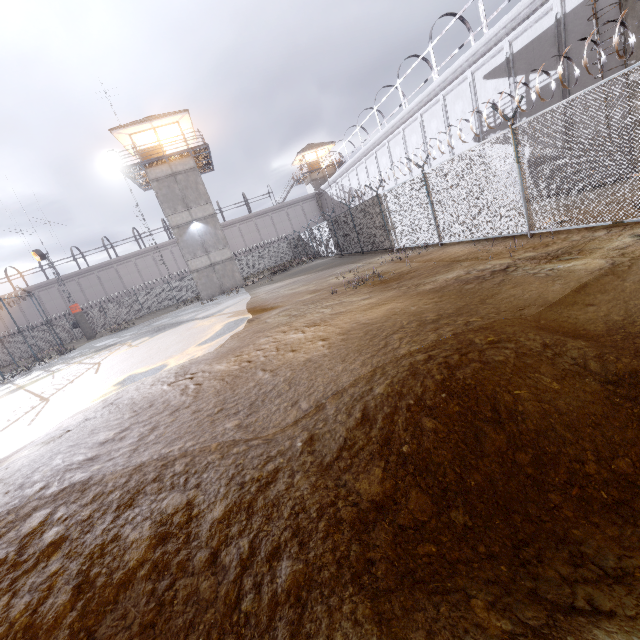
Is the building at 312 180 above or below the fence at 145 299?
above

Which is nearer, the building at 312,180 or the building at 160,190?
the building at 160,190

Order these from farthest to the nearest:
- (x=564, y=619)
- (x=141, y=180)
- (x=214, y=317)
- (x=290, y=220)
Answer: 1. (x=290, y=220)
2. (x=141, y=180)
3. (x=214, y=317)
4. (x=564, y=619)

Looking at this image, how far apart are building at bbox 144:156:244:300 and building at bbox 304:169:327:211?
23.6 meters

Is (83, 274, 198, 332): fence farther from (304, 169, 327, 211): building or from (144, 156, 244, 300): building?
(304, 169, 327, 211): building

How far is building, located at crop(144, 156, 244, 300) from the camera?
27.1 meters

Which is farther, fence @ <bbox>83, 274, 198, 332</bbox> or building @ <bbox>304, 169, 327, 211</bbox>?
building @ <bbox>304, 169, 327, 211</bbox>

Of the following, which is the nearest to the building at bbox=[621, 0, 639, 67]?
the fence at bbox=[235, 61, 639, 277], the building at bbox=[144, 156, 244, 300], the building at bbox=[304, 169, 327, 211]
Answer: the fence at bbox=[235, 61, 639, 277]
